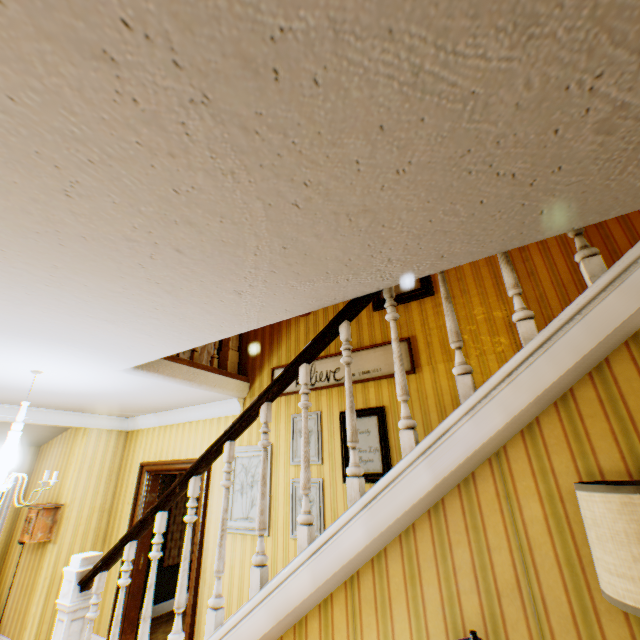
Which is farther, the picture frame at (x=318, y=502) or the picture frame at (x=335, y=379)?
the picture frame at (x=335, y=379)

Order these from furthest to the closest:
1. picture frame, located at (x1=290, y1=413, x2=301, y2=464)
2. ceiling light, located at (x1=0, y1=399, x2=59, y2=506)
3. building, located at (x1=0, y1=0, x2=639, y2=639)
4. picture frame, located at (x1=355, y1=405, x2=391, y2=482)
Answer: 1. picture frame, located at (x1=290, y1=413, x2=301, y2=464)
2. picture frame, located at (x1=355, y1=405, x2=391, y2=482)
3. ceiling light, located at (x1=0, y1=399, x2=59, y2=506)
4. building, located at (x1=0, y1=0, x2=639, y2=639)

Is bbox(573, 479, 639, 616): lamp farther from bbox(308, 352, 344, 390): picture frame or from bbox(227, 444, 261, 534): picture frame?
bbox(227, 444, 261, 534): picture frame

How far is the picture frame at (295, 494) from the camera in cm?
359

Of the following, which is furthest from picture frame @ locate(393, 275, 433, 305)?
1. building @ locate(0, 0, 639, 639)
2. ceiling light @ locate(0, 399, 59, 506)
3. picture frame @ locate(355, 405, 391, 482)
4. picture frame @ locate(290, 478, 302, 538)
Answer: ceiling light @ locate(0, 399, 59, 506)

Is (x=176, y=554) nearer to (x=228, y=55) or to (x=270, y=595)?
(x=270, y=595)

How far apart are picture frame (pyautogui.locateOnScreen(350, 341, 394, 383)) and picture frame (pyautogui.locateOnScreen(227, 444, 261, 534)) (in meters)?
0.62

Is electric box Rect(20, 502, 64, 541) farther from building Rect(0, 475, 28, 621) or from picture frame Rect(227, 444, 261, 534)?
picture frame Rect(227, 444, 261, 534)
